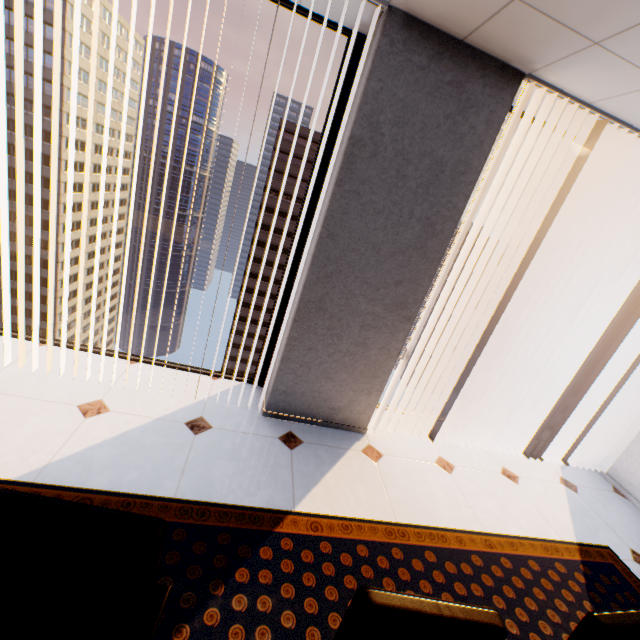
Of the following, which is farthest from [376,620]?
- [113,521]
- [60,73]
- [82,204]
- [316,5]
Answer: [82,204]

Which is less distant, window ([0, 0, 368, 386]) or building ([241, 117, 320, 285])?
window ([0, 0, 368, 386])

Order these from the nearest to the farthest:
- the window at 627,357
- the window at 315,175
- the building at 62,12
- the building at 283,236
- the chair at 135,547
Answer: the chair at 135,547 < the window at 315,175 < the window at 627,357 < the building at 62,12 < the building at 283,236

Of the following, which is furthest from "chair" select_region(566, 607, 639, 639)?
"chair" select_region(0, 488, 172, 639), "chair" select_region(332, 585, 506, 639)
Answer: "chair" select_region(0, 488, 172, 639)

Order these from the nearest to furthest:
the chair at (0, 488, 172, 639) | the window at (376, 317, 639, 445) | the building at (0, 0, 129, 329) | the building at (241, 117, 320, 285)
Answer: the chair at (0, 488, 172, 639) < the window at (376, 317, 639, 445) < the building at (0, 0, 129, 329) < the building at (241, 117, 320, 285)

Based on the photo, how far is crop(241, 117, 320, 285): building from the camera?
51.91m

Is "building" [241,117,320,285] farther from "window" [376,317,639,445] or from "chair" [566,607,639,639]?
"chair" [566,607,639,639]

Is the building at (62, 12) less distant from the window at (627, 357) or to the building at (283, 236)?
the building at (283, 236)
